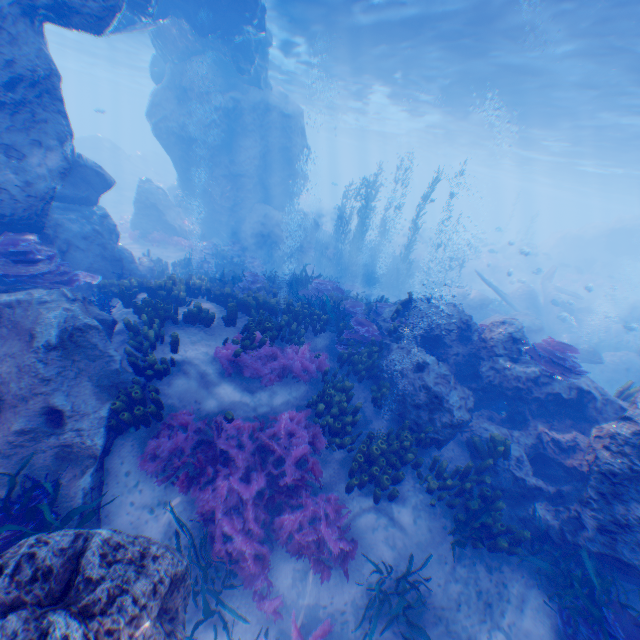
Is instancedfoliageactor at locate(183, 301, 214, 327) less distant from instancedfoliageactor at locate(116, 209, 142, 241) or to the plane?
the plane

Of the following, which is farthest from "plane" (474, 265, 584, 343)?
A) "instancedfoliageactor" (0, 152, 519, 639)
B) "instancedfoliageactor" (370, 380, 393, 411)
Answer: "instancedfoliageactor" (370, 380, 393, 411)

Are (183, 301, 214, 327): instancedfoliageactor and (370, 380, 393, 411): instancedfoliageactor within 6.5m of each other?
yes

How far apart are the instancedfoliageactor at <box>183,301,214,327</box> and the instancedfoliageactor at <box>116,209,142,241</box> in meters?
20.6 m

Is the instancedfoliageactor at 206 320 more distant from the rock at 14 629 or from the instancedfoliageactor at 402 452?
the rock at 14 629

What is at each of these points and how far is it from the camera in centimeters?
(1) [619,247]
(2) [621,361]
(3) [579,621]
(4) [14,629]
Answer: (1) rock, 3359cm
(2) rock, 1638cm
(3) instancedfoliageactor, 516cm
(4) rock, 245cm

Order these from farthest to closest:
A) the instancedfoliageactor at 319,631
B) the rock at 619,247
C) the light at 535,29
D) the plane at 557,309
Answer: the rock at 619,247 < the plane at 557,309 < the light at 535,29 < the instancedfoliageactor at 319,631

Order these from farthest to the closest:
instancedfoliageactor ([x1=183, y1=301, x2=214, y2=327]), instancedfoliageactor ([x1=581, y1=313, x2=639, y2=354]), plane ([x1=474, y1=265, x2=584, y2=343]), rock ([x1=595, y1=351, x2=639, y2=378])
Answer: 1. plane ([x1=474, y1=265, x2=584, y2=343])
2. instancedfoliageactor ([x1=581, y1=313, x2=639, y2=354])
3. rock ([x1=595, y1=351, x2=639, y2=378])
4. instancedfoliageactor ([x1=183, y1=301, x2=214, y2=327])
